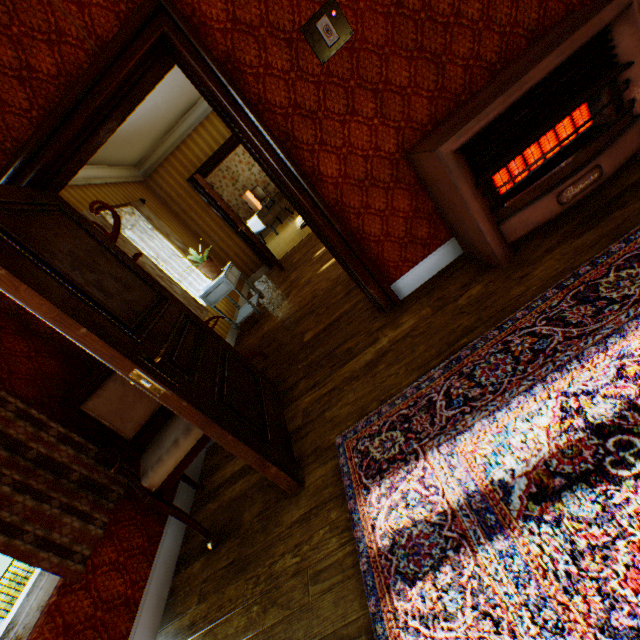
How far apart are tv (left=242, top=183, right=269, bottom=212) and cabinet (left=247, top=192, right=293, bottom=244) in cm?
7

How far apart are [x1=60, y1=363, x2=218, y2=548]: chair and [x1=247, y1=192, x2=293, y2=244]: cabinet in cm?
854

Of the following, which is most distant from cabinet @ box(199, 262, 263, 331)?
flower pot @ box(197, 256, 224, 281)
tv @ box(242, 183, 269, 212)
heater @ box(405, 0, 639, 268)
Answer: tv @ box(242, 183, 269, 212)

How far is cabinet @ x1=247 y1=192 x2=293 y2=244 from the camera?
10.4 meters

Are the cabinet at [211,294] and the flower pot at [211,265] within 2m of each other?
yes

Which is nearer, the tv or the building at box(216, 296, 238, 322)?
the building at box(216, 296, 238, 322)

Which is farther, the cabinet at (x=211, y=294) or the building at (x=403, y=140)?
the cabinet at (x=211, y=294)

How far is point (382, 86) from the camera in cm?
206
